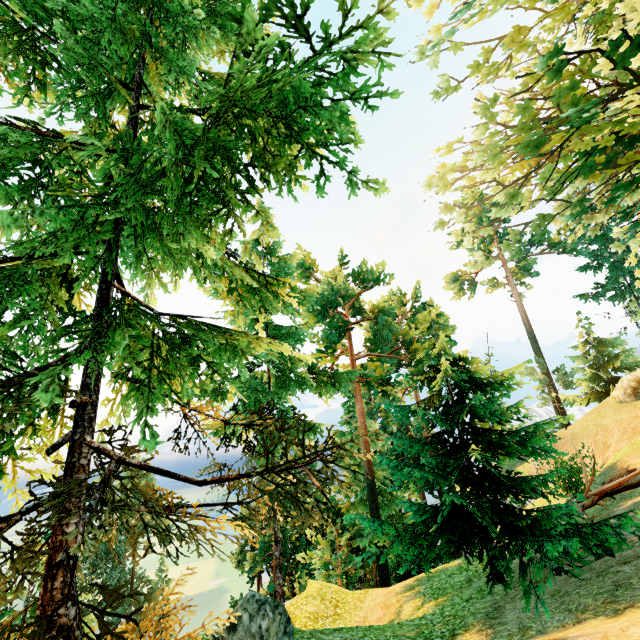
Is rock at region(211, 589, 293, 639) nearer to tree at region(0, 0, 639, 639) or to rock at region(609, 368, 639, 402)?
tree at region(0, 0, 639, 639)

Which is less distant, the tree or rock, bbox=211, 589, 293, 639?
the tree

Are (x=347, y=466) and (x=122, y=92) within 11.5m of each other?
no

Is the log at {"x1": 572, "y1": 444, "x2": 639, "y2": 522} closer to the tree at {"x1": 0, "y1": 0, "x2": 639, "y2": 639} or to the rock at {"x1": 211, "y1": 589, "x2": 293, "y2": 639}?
the tree at {"x1": 0, "y1": 0, "x2": 639, "y2": 639}

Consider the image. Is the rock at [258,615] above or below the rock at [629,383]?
below

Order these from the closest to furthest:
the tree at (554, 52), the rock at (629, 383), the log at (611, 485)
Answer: the tree at (554, 52) < the log at (611, 485) < the rock at (629, 383)

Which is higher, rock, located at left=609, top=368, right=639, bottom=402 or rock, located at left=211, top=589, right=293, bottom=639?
rock, located at left=609, top=368, right=639, bottom=402

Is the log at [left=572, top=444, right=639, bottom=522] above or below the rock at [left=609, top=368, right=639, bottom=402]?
below
